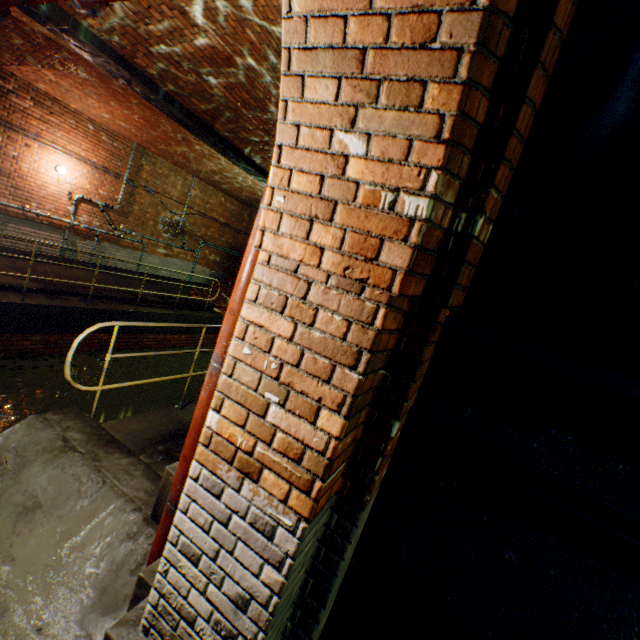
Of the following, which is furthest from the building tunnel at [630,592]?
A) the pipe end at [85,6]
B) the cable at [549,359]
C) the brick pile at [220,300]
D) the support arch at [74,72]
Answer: the brick pile at [220,300]

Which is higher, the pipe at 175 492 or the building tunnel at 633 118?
the building tunnel at 633 118

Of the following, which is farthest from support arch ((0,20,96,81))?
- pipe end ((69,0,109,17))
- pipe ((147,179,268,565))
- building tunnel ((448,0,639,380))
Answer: building tunnel ((448,0,639,380))

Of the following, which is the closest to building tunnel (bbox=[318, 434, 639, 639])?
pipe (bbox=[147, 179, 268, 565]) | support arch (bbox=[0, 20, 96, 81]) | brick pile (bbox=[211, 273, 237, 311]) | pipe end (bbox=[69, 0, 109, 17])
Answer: pipe (bbox=[147, 179, 268, 565])

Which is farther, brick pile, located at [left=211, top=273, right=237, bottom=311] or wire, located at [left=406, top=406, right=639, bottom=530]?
brick pile, located at [left=211, top=273, right=237, bottom=311]

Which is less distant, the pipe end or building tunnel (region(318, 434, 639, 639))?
building tunnel (region(318, 434, 639, 639))

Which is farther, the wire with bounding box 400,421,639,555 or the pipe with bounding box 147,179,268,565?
the pipe with bounding box 147,179,268,565

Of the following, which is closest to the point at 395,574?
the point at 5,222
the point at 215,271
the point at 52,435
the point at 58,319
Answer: the point at 52,435
